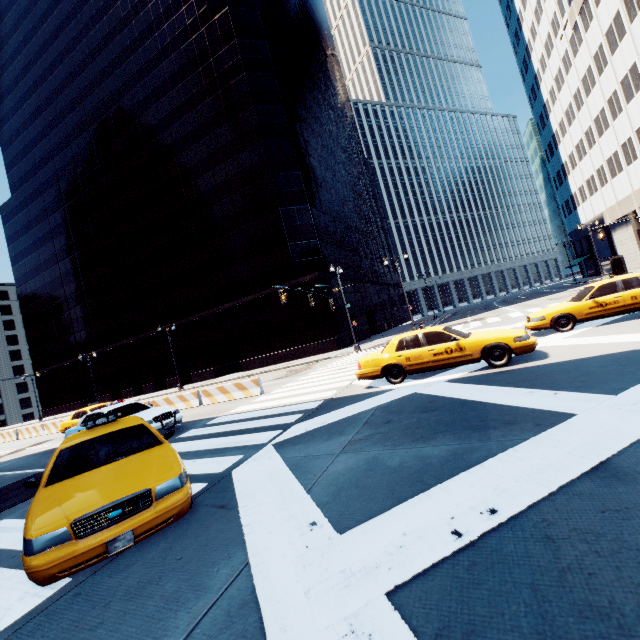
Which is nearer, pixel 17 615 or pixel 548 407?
pixel 17 615

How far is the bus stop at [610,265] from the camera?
36.9m

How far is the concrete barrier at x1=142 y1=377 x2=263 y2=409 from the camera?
16.05m

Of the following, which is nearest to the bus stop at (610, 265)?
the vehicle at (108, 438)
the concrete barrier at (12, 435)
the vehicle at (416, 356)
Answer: the vehicle at (416, 356)

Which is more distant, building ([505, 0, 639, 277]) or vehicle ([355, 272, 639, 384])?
building ([505, 0, 639, 277])

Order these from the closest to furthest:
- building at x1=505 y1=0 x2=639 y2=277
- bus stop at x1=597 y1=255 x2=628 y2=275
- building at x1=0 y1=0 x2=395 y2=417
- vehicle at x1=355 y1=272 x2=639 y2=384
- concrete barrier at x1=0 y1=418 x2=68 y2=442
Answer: vehicle at x1=355 y1=272 x2=639 y2=384 → concrete barrier at x1=0 y1=418 x2=68 y2=442 → building at x1=505 y1=0 x2=639 y2=277 → building at x1=0 y1=0 x2=395 y2=417 → bus stop at x1=597 y1=255 x2=628 y2=275

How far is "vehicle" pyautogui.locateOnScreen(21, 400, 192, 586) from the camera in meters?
3.5

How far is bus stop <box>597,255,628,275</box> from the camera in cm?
3688
